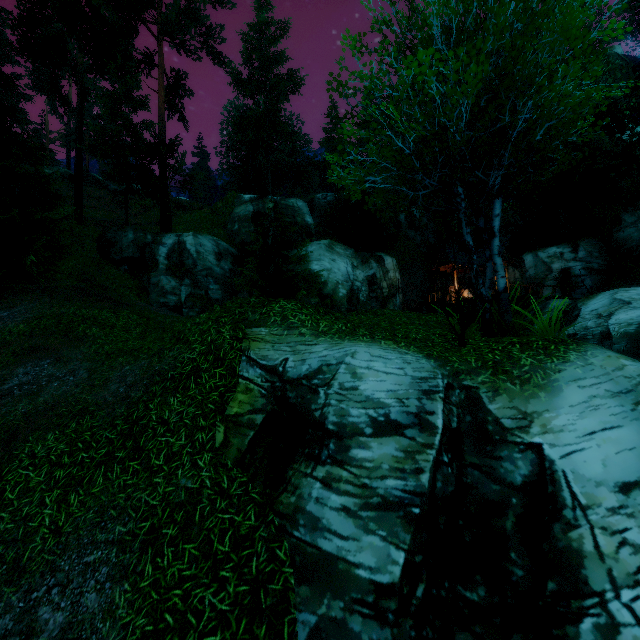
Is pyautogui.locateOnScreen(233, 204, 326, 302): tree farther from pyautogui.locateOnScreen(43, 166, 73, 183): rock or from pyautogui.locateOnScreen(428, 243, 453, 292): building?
pyautogui.locateOnScreen(43, 166, 73, 183): rock

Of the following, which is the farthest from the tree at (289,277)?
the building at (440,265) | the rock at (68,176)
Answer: the rock at (68,176)

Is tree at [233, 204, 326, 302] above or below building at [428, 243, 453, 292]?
below

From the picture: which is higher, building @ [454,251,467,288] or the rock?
Result: the rock

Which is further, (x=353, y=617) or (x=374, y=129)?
(x=374, y=129)

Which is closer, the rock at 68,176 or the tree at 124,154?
the tree at 124,154
